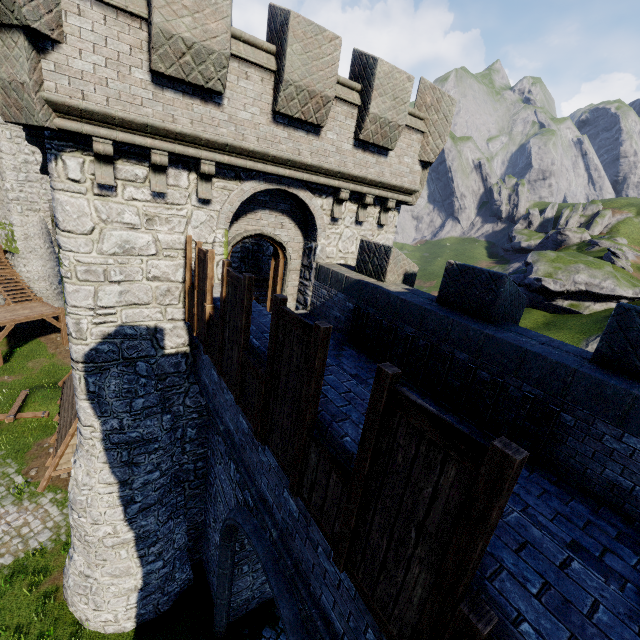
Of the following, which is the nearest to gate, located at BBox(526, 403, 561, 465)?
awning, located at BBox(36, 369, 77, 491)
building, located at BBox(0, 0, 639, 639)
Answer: building, located at BBox(0, 0, 639, 639)

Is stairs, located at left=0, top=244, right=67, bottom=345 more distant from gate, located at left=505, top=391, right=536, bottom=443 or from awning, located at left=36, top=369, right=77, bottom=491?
gate, located at left=505, top=391, right=536, bottom=443

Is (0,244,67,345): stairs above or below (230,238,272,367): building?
below

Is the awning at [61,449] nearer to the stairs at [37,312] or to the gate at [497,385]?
the gate at [497,385]

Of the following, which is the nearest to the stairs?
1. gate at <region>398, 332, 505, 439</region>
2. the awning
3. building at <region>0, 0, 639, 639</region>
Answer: building at <region>0, 0, 639, 639</region>

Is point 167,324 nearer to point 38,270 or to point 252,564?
point 252,564

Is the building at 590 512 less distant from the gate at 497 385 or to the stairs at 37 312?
the gate at 497 385

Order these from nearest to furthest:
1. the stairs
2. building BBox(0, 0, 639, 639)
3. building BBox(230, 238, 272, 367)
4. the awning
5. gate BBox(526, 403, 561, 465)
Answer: building BBox(0, 0, 639, 639) < gate BBox(526, 403, 561, 465) < building BBox(230, 238, 272, 367) < the awning < the stairs
